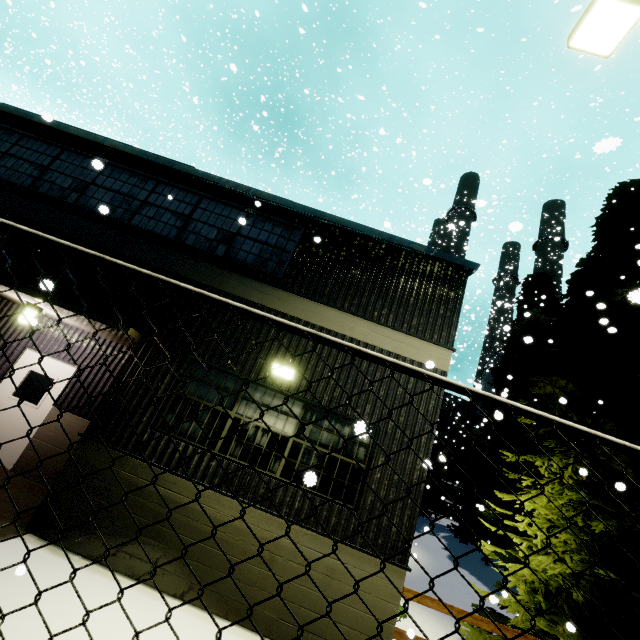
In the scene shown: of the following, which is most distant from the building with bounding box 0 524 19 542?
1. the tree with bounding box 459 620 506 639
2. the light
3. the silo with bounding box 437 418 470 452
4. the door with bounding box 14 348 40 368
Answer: the silo with bounding box 437 418 470 452

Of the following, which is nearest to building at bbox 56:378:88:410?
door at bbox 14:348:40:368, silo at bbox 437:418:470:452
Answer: door at bbox 14:348:40:368

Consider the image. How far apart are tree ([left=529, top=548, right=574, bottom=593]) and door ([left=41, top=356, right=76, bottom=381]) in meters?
11.1

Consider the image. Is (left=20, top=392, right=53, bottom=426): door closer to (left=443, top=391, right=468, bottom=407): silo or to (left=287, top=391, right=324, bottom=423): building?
(left=287, top=391, right=324, bottom=423): building

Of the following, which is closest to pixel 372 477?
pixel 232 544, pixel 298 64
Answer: pixel 232 544

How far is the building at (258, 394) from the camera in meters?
6.2 m

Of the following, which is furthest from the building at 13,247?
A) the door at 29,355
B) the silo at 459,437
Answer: the silo at 459,437
